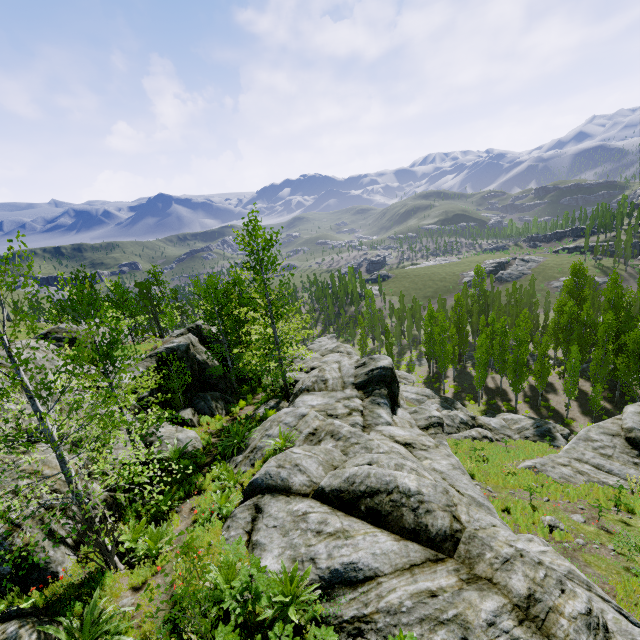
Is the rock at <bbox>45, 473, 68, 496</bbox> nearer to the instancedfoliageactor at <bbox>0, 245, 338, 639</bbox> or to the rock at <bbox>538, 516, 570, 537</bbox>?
the instancedfoliageactor at <bbox>0, 245, 338, 639</bbox>

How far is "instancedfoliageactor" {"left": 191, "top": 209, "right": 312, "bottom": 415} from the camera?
17.6m

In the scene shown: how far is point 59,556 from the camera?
7.0 meters

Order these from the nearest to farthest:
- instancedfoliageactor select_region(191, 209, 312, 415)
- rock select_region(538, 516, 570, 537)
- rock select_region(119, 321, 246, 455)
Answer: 1. rock select_region(538, 516, 570, 537)
2. rock select_region(119, 321, 246, 455)
3. instancedfoliageactor select_region(191, 209, 312, 415)

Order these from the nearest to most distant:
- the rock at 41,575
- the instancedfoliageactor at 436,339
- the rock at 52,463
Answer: the rock at 41,575
the rock at 52,463
the instancedfoliageactor at 436,339

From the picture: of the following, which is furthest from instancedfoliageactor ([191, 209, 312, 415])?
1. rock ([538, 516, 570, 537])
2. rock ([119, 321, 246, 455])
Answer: rock ([538, 516, 570, 537])

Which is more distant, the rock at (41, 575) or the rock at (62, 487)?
the rock at (62, 487)

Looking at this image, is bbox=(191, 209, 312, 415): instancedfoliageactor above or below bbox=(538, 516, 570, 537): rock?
above
